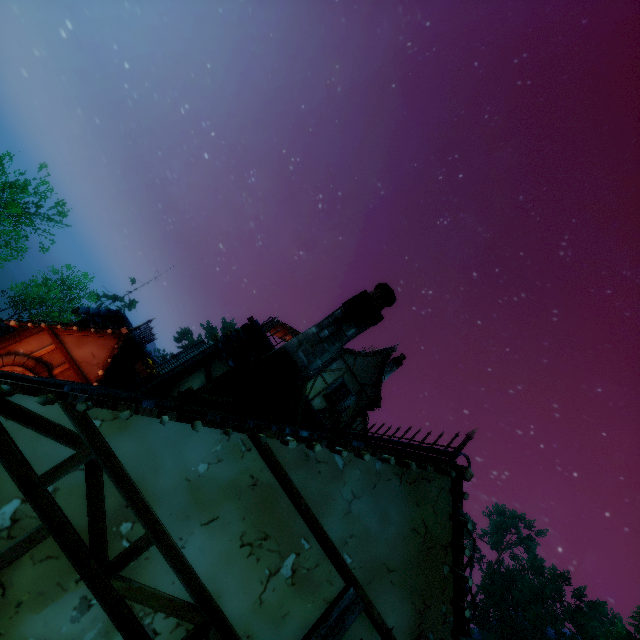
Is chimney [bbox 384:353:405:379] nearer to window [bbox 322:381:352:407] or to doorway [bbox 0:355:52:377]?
window [bbox 322:381:352:407]

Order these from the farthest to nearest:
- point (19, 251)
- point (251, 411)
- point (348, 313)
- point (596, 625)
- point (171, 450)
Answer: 1. point (596, 625)
2. point (19, 251)
3. point (348, 313)
4. point (251, 411)
5. point (171, 450)

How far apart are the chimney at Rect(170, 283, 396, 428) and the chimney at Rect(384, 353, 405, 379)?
11.88m

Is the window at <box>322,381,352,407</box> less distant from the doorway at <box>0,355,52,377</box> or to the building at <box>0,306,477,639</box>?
the building at <box>0,306,477,639</box>

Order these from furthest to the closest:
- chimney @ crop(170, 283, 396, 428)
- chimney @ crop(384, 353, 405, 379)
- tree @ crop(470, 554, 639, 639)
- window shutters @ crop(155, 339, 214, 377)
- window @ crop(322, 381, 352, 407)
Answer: tree @ crop(470, 554, 639, 639)
chimney @ crop(384, 353, 405, 379)
window @ crop(322, 381, 352, 407)
window shutters @ crop(155, 339, 214, 377)
chimney @ crop(170, 283, 396, 428)

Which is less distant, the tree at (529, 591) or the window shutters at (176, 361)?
the window shutters at (176, 361)

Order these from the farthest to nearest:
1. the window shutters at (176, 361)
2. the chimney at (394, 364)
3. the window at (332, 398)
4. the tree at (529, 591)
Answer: the tree at (529, 591), the chimney at (394, 364), the window at (332, 398), the window shutters at (176, 361)

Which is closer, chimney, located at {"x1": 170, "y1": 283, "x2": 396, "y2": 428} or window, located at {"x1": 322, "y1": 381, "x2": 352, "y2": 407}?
chimney, located at {"x1": 170, "y1": 283, "x2": 396, "y2": 428}
